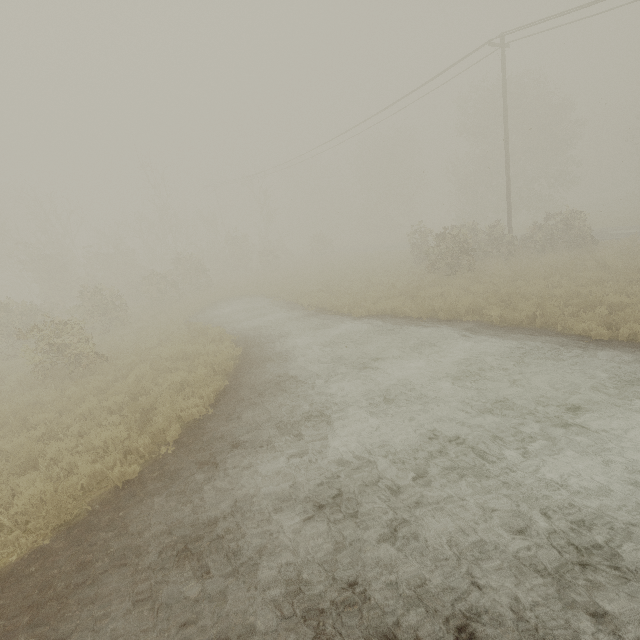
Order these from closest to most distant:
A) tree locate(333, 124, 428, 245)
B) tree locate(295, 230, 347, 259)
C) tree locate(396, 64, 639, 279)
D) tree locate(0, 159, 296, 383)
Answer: tree locate(0, 159, 296, 383)
tree locate(396, 64, 639, 279)
tree locate(295, 230, 347, 259)
tree locate(333, 124, 428, 245)

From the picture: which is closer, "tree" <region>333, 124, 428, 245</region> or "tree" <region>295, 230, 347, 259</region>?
"tree" <region>295, 230, 347, 259</region>

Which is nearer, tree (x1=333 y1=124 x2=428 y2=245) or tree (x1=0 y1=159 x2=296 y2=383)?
tree (x1=0 y1=159 x2=296 y2=383)

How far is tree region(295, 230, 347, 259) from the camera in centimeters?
3978cm

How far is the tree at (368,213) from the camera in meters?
48.7

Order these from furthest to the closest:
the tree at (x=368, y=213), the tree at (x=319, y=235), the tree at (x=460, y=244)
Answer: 1. the tree at (x=368, y=213)
2. the tree at (x=319, y=235)
3. the tree at (x=460, y=244)

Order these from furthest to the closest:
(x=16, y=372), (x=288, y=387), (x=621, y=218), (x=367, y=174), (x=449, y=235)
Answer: (x=367, y=174) → (x=621, y=218) → (x=449, y=235) → (x=16, y=372) → (x=288, y=387)
